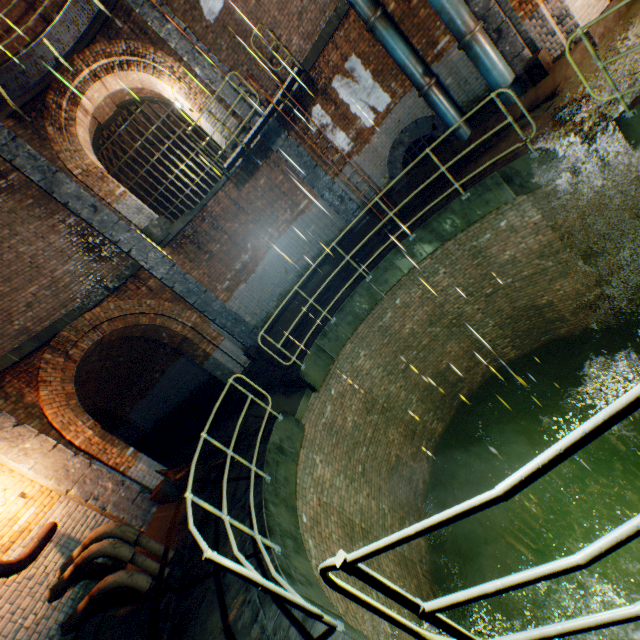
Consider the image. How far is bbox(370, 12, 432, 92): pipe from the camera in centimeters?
774cm

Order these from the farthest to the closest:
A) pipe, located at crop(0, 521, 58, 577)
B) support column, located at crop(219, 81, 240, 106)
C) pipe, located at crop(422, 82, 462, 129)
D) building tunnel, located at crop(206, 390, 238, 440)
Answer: building tunnel, located at crop(206, 390, 238, 440)
support column, located at crop(219, 81, 240, 106)
pipe, located at crop(422, 82, 462, 129)
pipe, located at crop(0, 521, 58, 577)

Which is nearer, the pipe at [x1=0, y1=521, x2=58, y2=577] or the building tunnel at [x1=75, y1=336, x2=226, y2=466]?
the pipe at [x1=0, y1=521, x2=58, y2=577]

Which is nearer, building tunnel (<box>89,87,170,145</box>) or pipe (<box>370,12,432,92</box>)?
pipe (<box>370,12,432,92</box>)

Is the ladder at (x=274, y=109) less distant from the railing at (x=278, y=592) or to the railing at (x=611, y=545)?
the railing at (x=278, y=592)

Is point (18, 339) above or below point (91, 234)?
below

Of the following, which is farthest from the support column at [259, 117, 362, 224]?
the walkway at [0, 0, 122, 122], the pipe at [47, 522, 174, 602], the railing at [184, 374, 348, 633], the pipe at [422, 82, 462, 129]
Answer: the pipe at [47, 522, 174, 602]

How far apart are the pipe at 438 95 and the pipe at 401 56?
0.1m
